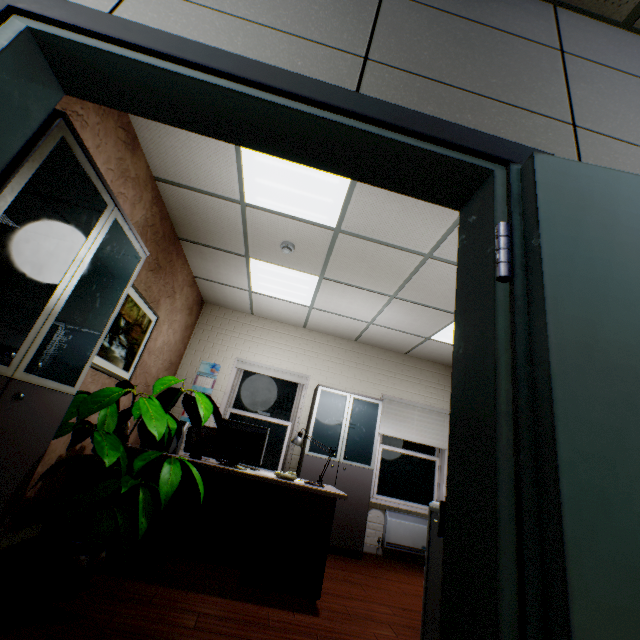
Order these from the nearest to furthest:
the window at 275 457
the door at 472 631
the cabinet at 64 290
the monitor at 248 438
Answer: the door at 472 631 < the cabinet at 64 290 < the monitor at 248 438 < the window at 275 457

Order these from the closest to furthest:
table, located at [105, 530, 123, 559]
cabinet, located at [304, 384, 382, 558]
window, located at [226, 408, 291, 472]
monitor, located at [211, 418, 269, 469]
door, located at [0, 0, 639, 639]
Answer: door, located at [0, 0, 639, 639] < table, located at [105, 530, 123, 559] < monitor, located at [211, 418, 269, 469] < cabinet, located at [304, 384, 382, 558] < window, located at [226, 408, 291, 472]

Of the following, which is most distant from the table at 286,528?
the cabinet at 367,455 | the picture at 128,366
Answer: the cabinet at 367,455

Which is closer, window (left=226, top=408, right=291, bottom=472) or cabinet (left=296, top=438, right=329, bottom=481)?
cabinet (left=296, top=438, right=329, bottom=481)

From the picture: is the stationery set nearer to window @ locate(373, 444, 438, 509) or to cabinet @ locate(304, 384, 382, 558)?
cabinet @ locate(304, 384, 382, 558)

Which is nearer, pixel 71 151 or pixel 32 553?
pixel 71 151

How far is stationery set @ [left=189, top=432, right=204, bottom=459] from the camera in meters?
3.1 m

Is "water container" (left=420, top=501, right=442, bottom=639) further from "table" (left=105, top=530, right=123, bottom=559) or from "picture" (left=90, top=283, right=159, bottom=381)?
"picture" (left=90, top=283, right=159, bottom=381)
